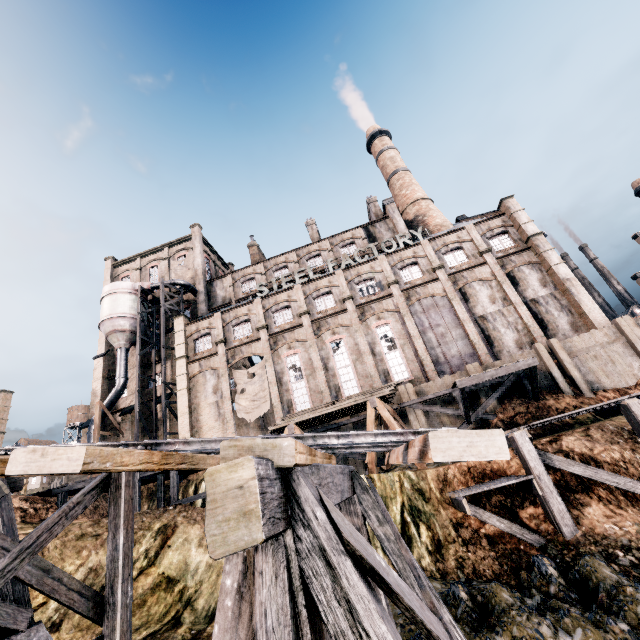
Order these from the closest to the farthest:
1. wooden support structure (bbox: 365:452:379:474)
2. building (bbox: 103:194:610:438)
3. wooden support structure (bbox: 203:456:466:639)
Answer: wooden support structure (bbox: 203:456:466:639) → wooden support structure (bbox: 365:452:379:474) → building (bbox: 103:194:610:438)

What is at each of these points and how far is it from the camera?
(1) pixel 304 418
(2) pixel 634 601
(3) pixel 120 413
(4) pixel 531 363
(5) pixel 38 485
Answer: (1) wood pile, 18.0 meters
(2) stone debris, 7.0 meters
(3) building, 35.2 meters
(4) wooden platform, 19.6 meters
(5) building, 48.4 meters

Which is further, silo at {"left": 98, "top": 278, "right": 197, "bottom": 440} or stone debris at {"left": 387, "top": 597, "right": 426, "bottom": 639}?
silo at {"left": 98, "top": 278, "right": 197, "bottom": 440}

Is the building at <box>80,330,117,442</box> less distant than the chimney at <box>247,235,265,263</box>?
Yes

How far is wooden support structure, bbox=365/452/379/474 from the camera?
16.0m

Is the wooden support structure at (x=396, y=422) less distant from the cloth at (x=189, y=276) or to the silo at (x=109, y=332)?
the silo at (x=109, y=332)

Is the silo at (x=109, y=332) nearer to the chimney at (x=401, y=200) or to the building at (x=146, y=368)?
the building at (x=146, y=368)

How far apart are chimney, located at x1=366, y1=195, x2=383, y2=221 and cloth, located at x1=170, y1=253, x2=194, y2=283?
25.39m
